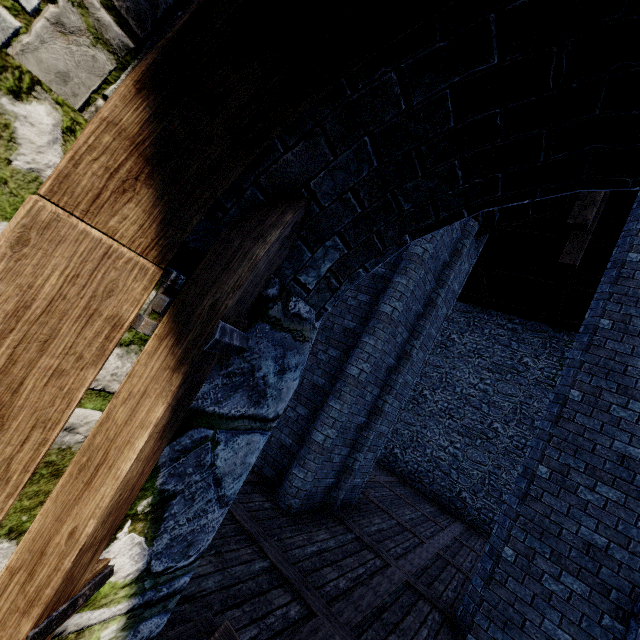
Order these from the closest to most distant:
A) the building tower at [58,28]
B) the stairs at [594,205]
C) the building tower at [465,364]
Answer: the building tower at [58,28] < the stairs at [594,205] < the building tower at [465,364]

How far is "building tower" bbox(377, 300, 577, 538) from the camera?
14.27m

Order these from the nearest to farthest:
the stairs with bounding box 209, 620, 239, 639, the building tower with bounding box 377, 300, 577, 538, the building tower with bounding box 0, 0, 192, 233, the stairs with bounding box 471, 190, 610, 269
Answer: the building tower with bounding box 0, 0, 192, 233 < the stairs with bounding box 209, 620, 239, 639 < the stairs with bounding box 471, 190, 610, 269 < the building tower with bounding box 377, 300, 577, 538

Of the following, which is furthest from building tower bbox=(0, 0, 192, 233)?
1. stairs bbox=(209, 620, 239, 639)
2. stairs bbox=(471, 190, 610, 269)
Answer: stairs bbox=(471, 190, 610, 269)

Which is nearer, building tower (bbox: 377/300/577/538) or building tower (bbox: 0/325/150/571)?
building tower (bbox: 0/325/150/571)

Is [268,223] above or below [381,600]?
above

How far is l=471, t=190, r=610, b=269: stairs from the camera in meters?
6.4 m

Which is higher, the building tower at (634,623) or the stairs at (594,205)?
the stairs at (594,205)
